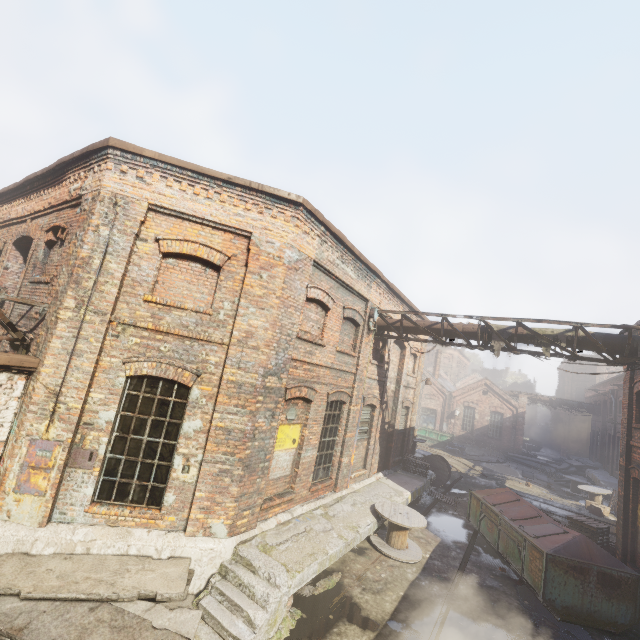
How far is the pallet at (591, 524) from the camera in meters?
10.7 m

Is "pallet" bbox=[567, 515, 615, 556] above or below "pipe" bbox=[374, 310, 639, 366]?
below

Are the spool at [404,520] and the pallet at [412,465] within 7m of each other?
yes

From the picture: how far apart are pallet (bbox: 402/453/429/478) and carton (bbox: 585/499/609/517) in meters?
10.1

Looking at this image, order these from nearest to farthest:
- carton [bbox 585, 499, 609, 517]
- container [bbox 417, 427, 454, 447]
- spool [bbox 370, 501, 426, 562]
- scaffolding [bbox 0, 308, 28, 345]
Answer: scaffolding [bbox 0, 308, 28, 345]
spool [bbox 370, 501, 426, 562]
carton [bbox 585, 499, 609, 517]
container [bbox 417, 427, 454, 447]

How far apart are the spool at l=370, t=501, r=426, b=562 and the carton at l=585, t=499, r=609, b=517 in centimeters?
1432cm

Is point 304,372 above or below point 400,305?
below

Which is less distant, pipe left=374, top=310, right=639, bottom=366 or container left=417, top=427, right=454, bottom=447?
pipe left=374, top=310, right=639, bottom=366
